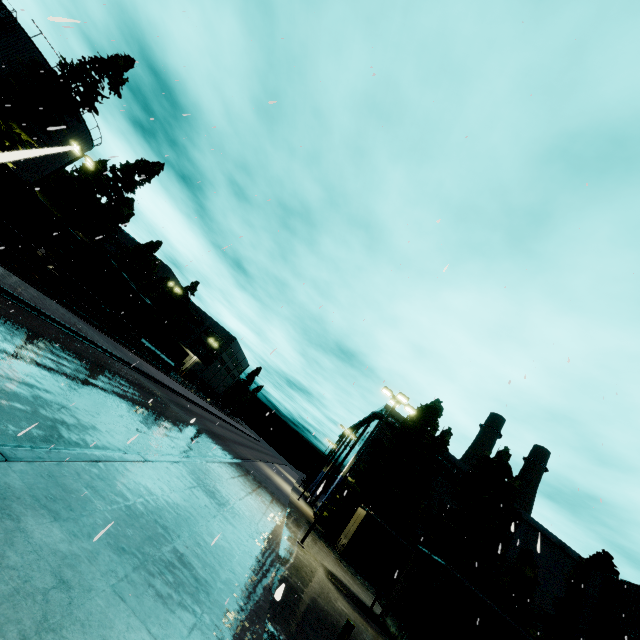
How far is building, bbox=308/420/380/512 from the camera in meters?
39.2 m

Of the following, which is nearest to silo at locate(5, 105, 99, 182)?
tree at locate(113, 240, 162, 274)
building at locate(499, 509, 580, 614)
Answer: building at locate(499, 509, 580, 614)

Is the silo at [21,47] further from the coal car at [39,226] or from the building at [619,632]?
the coal car at [39,226]

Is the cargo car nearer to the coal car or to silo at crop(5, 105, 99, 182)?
the coal car

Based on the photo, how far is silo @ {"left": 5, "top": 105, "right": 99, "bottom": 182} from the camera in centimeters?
80cm

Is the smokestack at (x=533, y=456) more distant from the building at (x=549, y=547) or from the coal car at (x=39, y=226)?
the coal car at (x=39, y=226)

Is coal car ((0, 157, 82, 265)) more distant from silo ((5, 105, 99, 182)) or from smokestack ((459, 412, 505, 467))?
smokestack ((459, 412, 505, 467))

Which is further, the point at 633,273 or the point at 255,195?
the point at 633,273
